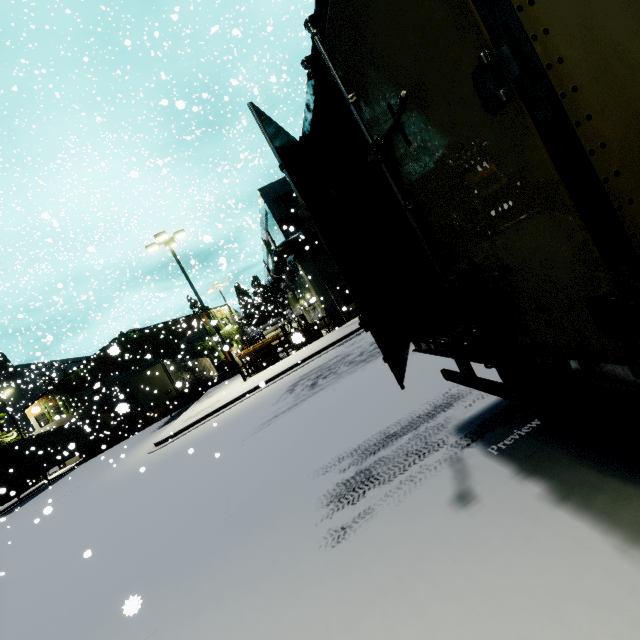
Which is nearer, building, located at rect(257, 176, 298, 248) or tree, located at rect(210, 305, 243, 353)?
building, located at rect(257, 176, 298, 248)

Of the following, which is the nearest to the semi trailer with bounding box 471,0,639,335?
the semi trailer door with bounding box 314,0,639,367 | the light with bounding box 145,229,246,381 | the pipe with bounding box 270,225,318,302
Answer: the semi trailer door with bounding box 314,0,639,367

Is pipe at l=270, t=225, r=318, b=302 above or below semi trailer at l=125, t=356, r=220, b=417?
above

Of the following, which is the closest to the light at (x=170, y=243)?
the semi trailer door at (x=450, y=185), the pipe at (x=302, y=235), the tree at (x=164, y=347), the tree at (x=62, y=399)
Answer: the pipe at (x=302, y=235)

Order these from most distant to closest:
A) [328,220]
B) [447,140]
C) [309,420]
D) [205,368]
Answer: [205,368]
[309,420]
[328,220]
[447,140]

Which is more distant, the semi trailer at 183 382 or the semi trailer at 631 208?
the semi trailer at 183 382

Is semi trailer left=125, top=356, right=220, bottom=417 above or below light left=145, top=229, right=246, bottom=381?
below

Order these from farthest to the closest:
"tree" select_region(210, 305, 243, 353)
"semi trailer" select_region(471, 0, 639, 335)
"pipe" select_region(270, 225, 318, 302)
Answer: "tree" select_region(210, 305, 243, 353) < "pipe" select_region(270, 225, 318, 302) < "semi trailer" select_region(471, 0, 639, 335)
